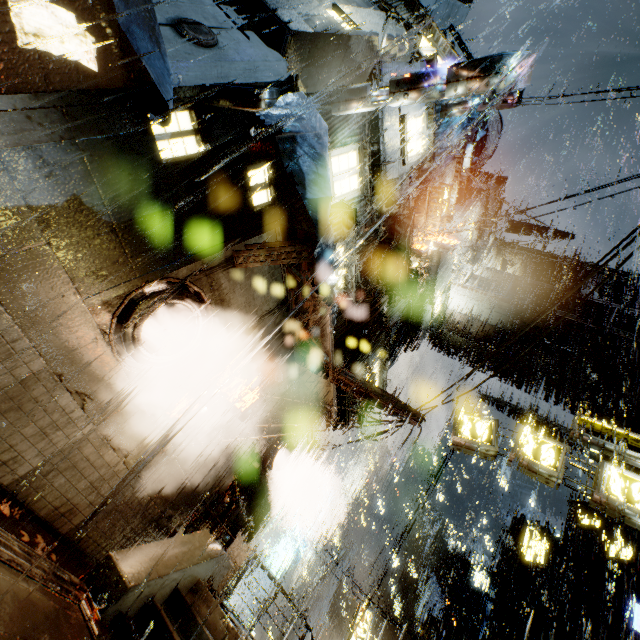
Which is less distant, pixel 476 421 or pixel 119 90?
pixel 119 90

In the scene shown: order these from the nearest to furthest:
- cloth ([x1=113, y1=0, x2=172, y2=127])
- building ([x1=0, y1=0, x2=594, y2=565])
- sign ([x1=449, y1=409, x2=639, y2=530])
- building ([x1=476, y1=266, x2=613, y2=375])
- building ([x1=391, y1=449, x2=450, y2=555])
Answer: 1. cloth ([x1=113, y1=0, x2=172, y2=127])
2. building ([x1=0, y1=0, x2=594, y2=565])
3. sign ([x1=449, y1=409, x2=639, y2=530])
4. building ([x1=476, y1=266, x2=613, y2=375])
5. building ([x1=391, y1=449, x2=450, y2=555])

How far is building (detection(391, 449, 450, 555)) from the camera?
23.3m

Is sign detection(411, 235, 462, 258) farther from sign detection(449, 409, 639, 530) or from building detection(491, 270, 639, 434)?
sign detection(449, 409, 639, 530)

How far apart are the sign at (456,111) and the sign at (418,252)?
5.7m

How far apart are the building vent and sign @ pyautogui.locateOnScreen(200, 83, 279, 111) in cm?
139

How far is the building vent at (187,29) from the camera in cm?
734

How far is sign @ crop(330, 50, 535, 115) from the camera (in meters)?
7.28
